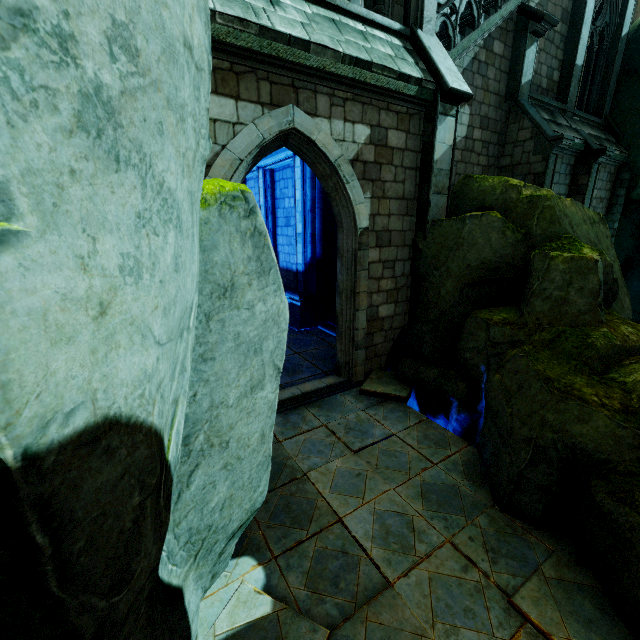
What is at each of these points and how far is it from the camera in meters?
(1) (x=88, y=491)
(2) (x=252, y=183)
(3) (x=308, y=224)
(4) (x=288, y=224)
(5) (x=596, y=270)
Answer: (1) rock, 1.1 m
(2) building, 14.4 m
(3) stone column, 10.4 m
(4) building, 12.1 m
(5) rock, 4.8 m

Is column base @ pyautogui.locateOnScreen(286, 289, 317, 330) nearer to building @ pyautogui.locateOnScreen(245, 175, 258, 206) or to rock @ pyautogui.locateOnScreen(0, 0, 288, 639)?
building @ pyautogui.locateOnScreen(245, 175, 258, 206)

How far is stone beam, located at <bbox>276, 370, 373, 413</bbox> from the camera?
6.6 meters

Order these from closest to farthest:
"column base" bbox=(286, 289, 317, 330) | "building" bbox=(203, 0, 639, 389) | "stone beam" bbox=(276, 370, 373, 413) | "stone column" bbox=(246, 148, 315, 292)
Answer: "building" bbox=(203, 0, 639, 389) < "stone beam" bbox=(276, 370, 373, 413) < "stone column" bbox=(246, 148, 315, 292) < "column base" bbox=(286, 289, 317, 330)

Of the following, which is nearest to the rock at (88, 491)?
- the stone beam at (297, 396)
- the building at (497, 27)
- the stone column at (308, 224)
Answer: the building at (497, 27)

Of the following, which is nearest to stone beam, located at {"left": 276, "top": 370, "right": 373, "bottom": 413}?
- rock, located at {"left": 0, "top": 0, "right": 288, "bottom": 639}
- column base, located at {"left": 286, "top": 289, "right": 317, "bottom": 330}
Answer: rock, located at {"left": 0, "top": 0, "right": 288, "bottom": 639}

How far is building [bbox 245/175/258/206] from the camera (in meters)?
13.96

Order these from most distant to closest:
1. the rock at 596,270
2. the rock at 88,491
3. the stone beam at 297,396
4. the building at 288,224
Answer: the building at 288,224, the stone beam at 297,396, the rock at 596,270, the rock at 88,491
